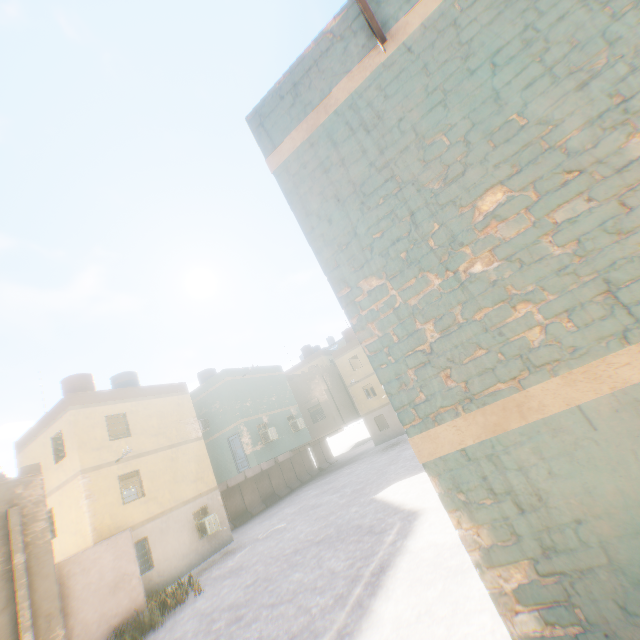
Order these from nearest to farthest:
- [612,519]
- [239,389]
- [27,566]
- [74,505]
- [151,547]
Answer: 1. [612,519]
2. [27,566]
3. [74,505]
4. [151,547]
5. [239,389]
